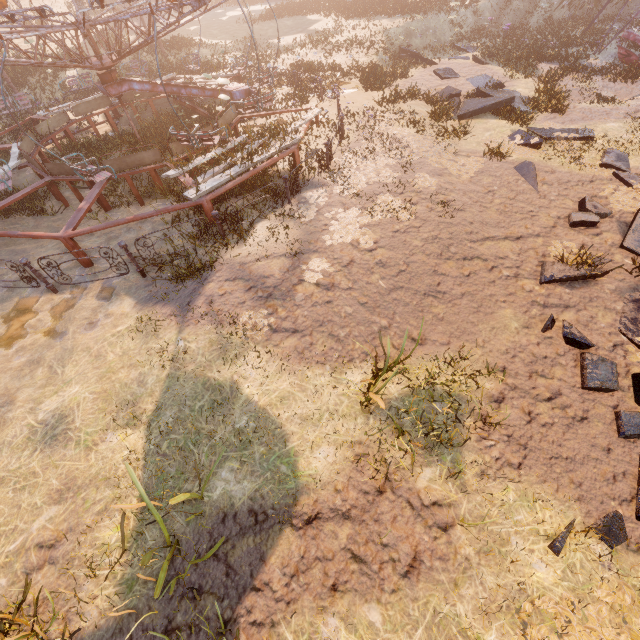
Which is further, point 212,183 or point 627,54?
point 627,54

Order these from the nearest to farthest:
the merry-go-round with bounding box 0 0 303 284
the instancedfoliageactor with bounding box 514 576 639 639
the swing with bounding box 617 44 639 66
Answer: the instancedfoliageactor with bounding box 514 576 639 639 → the merry-go-round with bounding box 0 0 303 284 → the swing with bounding box 617 44 639 66

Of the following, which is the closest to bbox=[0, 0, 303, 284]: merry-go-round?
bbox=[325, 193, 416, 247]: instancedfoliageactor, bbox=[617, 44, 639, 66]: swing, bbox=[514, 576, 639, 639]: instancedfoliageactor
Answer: bbox=[325, 193, 416, 247]: instancedfoliageactor

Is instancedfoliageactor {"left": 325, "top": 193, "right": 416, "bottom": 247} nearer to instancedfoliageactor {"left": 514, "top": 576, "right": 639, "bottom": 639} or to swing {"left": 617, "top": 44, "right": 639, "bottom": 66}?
instancedfoliageactor {"left": 514, "top": 576, "right": 639, "bottom": 639}

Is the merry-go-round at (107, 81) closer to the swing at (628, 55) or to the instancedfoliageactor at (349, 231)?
the instancedfoliageactor at (349, 231)

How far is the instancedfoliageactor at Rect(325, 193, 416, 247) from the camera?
7.11m

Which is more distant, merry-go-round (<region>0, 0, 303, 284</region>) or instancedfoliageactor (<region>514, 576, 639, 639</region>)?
merry-go-round (<region>0, 0, 303, 284</region>)

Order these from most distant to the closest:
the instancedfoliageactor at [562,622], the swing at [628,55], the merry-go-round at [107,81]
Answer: the swing at [628,55], the merry-go-round at [107,81], the instancedfoliageactor at [562,622]
